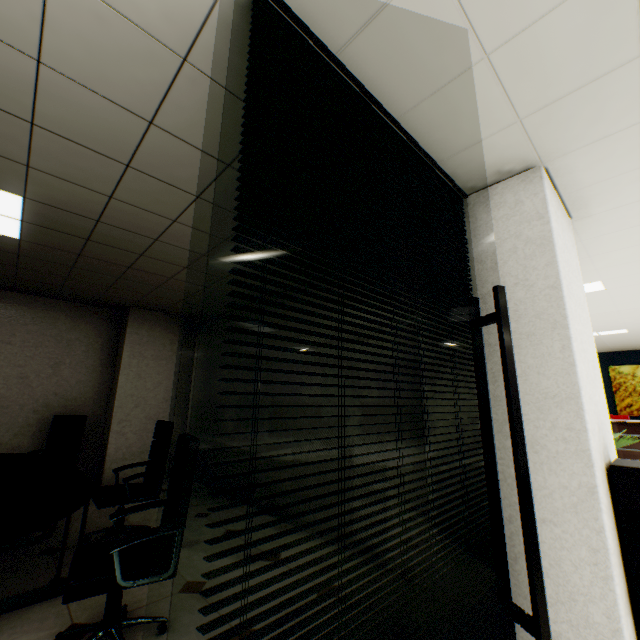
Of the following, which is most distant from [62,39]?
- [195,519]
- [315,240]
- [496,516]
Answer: [195,519]

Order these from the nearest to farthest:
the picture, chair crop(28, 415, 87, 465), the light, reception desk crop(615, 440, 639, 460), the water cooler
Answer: the water cooler
the light
chair crop(28, 415, 87, 465)
reception desk crop(615, 440, 639, 460)
the picture

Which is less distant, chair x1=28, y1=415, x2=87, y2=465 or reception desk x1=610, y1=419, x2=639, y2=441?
chair x1=28, y1=415, x2=87, y2=465

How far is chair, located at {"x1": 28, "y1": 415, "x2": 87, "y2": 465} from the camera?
4.54m

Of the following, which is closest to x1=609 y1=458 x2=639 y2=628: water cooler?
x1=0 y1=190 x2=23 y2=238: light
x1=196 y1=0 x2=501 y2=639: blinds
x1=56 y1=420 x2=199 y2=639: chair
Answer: x1=196 y1=0 x2=501 y2=639: blinds

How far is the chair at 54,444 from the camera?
4.5m

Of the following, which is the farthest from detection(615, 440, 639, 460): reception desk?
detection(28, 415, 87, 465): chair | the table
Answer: detection(28, 415, 87, 465): chair

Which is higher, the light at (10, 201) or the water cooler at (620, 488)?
the light at (10, 201)
